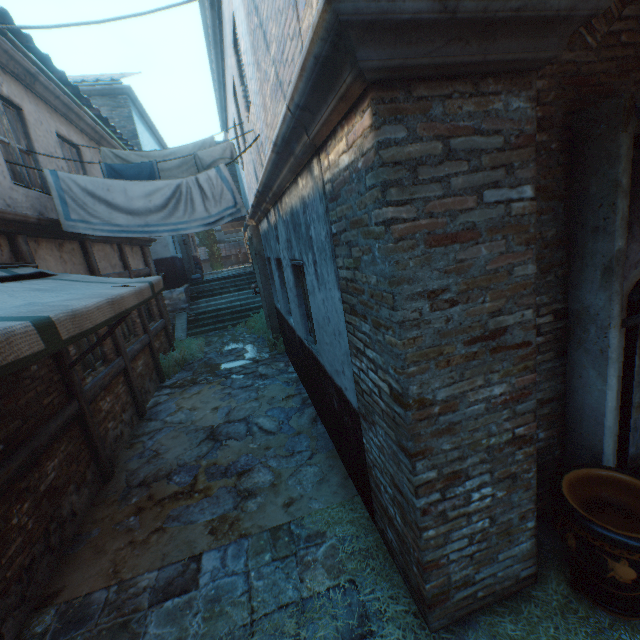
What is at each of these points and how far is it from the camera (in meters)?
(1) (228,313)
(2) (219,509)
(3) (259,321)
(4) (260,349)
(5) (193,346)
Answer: (1) stairs, 14.60
(2) ground stones, 4.02
(3) plants, 12.01
(4) ground stones, 10.14
(5) plants, 10.34

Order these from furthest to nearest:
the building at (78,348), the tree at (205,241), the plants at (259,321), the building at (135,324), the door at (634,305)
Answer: the tree at (205,241), the plants at (259,321), the building at (135,324), the building at (78,348), the door at (634,305)

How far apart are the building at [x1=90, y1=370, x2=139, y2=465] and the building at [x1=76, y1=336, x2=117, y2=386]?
0.2m

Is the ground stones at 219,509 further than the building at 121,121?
No

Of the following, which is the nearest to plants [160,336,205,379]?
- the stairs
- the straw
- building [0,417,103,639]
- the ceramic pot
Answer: the stairs

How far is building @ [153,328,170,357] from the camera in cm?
919

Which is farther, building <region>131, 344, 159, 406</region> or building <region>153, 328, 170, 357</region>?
building <region>153, 328, 170, 357</region>

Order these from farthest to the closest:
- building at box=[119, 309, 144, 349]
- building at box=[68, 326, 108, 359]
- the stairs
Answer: the stairs, building at box=[119, 309, 144, 349], building at box=[68, 326, 108, 359]
